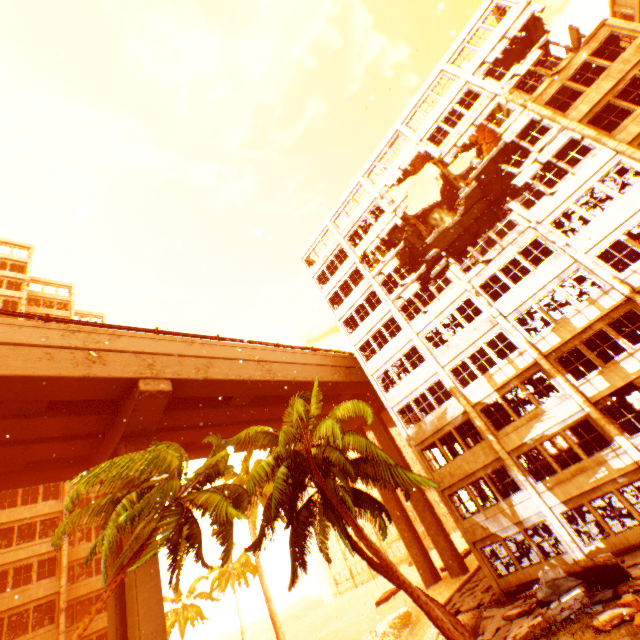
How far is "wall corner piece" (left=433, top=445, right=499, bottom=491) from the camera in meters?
18.9

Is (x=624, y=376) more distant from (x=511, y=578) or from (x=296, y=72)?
(x=296, y=72)

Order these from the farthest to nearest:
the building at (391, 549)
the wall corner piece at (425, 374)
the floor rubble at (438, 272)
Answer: the building at (391, 549)
the floor rubble at (438, 272)
the wall corner piece at (425, 374)

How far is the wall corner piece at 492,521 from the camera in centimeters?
1722cm

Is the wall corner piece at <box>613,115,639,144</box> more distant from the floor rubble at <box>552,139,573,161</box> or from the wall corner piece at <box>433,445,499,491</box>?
the wall corner piece at <box>433,445,499,491</box>

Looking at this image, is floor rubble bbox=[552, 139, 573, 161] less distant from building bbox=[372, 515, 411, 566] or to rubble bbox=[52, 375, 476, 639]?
rubble bbox=[52, 375, 476, 639]

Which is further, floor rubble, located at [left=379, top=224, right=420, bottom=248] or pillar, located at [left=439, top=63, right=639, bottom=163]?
floor rubble, located at [left=379, top=224, right=420, bottom=248]

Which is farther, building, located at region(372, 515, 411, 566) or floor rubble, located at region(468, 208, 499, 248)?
building, located at region(372, 515, 411, 566)
